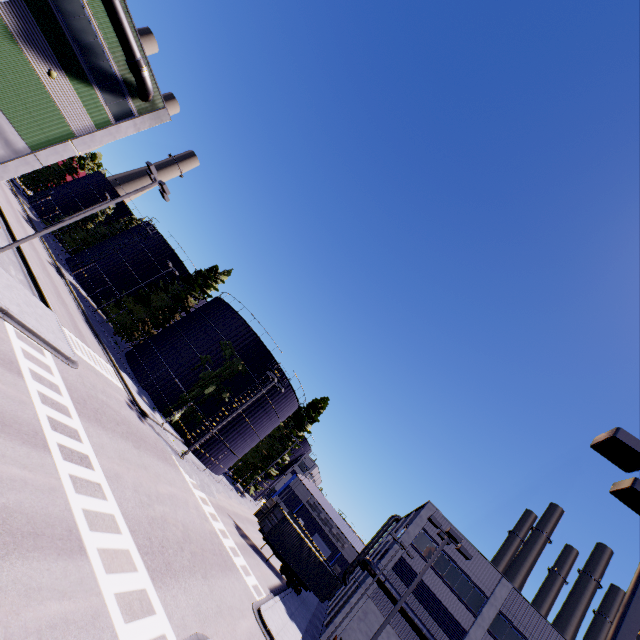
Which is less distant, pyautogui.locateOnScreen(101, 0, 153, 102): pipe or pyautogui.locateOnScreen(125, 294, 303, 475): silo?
pyautogui.locateOnScreen(101, 0, 153, 102): pipe

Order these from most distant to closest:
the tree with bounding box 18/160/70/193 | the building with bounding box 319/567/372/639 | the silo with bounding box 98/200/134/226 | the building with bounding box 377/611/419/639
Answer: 1. the tree with bounding box 18/160/70/193
2. the silo with bounding box 98/200/134/226
3. the building with bounding box 319/567/372/639
4. the building with bounding box 377/611/419/639

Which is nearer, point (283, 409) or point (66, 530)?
point (66, 530)

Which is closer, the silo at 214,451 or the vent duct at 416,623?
the vent duct at 416,623

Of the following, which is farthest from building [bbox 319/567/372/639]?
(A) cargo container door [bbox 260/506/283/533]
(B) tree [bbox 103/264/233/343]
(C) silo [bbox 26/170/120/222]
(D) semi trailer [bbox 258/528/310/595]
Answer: (A) cargo container door [bbox 260/506/283/533]

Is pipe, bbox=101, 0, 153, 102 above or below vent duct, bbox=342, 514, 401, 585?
above

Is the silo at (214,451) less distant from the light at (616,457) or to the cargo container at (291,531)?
the cargo container at (291,531)

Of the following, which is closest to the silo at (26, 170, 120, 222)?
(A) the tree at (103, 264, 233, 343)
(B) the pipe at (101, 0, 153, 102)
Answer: (A) the tree at (103, 264, 233, 343)
